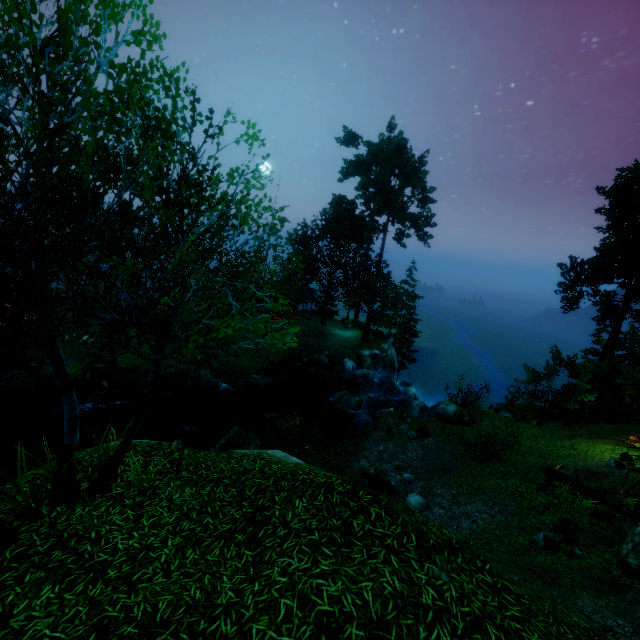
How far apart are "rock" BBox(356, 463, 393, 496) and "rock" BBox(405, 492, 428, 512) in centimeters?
24cm

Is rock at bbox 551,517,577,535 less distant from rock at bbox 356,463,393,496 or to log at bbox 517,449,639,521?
log at bbox 517,449,639,521

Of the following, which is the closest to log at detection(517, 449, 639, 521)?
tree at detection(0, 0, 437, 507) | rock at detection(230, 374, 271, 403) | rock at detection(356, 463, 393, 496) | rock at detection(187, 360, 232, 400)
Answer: tree at detection(0, 0, 437, 507)

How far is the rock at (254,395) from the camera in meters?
25.1

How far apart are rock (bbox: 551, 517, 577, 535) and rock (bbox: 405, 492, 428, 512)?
4.3 meters

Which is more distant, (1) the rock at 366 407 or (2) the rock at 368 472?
(1) the rock at 366 407

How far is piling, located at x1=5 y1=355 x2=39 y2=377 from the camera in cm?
2270

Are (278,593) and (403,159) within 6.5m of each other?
no
